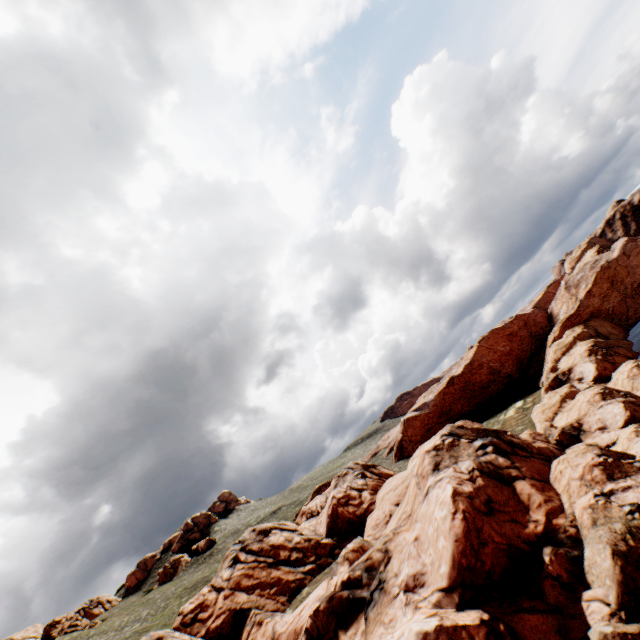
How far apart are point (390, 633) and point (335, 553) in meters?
19.0 m

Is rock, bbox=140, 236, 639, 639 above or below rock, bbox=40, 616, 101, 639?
below

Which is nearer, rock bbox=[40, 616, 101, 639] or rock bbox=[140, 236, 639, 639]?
rock bbox=[140, 236, 639, 639]

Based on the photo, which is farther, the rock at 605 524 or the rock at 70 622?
the rock at 70 622

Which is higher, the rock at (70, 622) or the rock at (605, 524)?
the rock at (70, 622)
